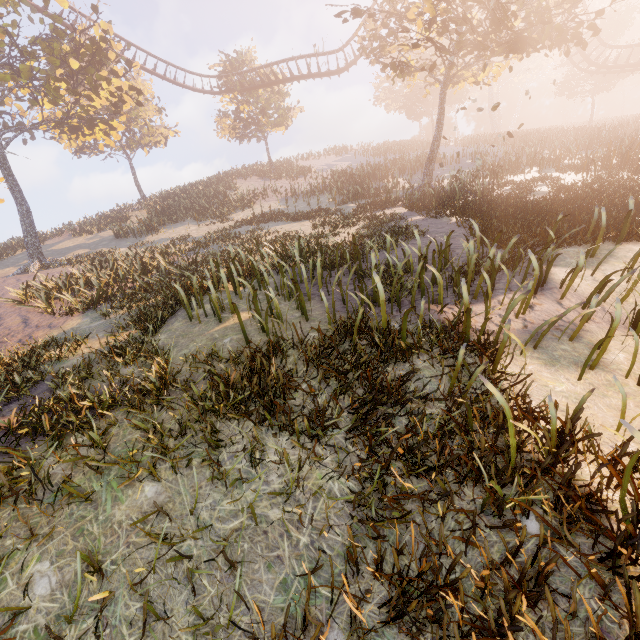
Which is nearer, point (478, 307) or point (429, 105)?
point (478, 307)
